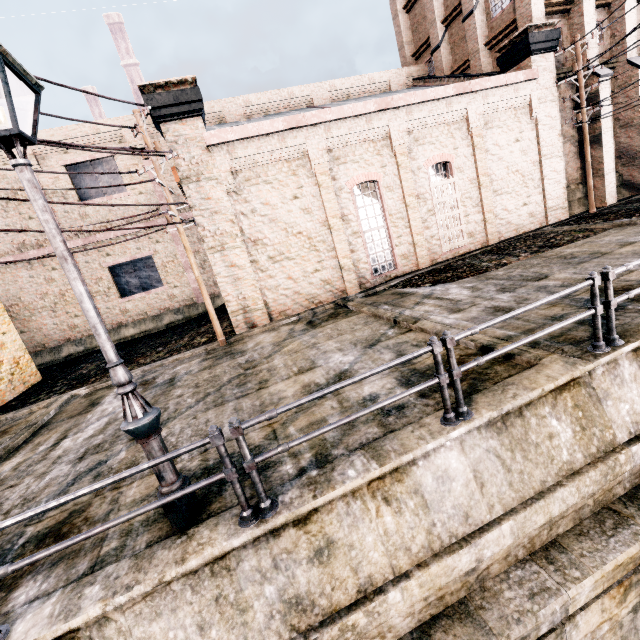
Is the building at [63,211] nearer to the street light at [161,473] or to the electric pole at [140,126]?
the electric pole at [140,126]

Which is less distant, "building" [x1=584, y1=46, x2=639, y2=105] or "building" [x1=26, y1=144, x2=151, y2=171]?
"building" [x1=584, y1=46, x2=639, y2=105]

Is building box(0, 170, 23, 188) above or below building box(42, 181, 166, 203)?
above

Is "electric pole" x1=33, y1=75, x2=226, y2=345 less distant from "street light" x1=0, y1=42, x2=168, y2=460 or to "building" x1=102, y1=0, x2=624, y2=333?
"building" x1=102, y1=0, x2=624, y2=333

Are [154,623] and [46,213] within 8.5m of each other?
yes

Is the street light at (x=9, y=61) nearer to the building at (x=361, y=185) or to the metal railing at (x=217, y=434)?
the metal railing at (x=217, y=434)
